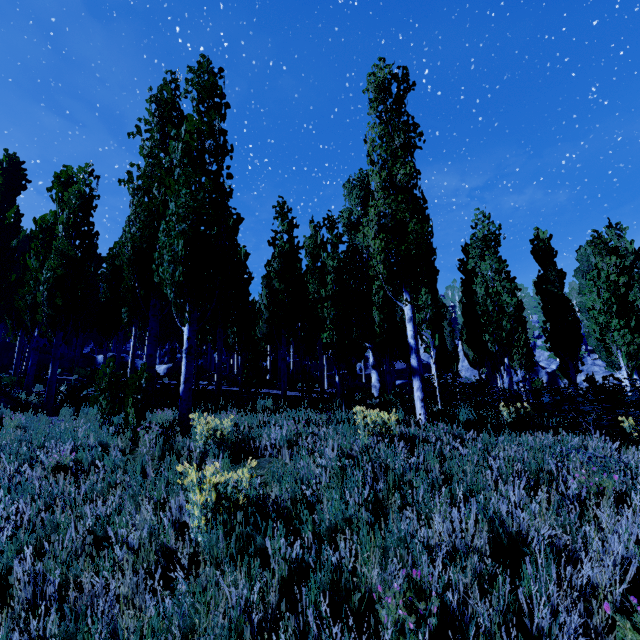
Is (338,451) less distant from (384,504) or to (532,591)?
(384,504)

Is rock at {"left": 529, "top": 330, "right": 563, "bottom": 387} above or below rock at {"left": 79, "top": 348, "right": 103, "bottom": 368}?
below

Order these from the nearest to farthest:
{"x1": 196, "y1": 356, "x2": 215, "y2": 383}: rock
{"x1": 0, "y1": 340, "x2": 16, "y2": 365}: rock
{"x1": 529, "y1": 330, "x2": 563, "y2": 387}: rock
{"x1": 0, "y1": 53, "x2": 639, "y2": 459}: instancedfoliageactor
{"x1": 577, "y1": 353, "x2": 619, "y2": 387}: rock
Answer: {"x1": 0, "y1": 53, "x2": 639, "y2": 459}: instancedfoliageactor
{"x1": 196, "y1": 356, "x2": 215, "y2": 383}: rock
{"x1": 0, "y1": 340, "x2": 16, "y2": 365}: rock
{"x1": 577, "y1": 353, "x2": 619, "y2": 387}: rock
{"x1": 529, "y1": 330, "x2": 563, "y2": 387}: rock

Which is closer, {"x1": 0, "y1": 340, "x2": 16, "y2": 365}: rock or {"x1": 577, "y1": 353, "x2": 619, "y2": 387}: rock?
{"x1": 0, "y1": 340, "x2": 16, "y2": 365}: rock

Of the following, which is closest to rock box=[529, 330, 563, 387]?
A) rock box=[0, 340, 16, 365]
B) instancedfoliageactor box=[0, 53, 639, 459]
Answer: instancedfoliageactor box=[0, 53, 639, 459]

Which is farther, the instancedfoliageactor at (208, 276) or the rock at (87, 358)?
the rock at (87, 358)

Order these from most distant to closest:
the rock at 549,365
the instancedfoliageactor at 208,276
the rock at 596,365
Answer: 1. the rock at 549,365
2. the rock at 596,365
3. the instancedfoliageactor at 208,276
